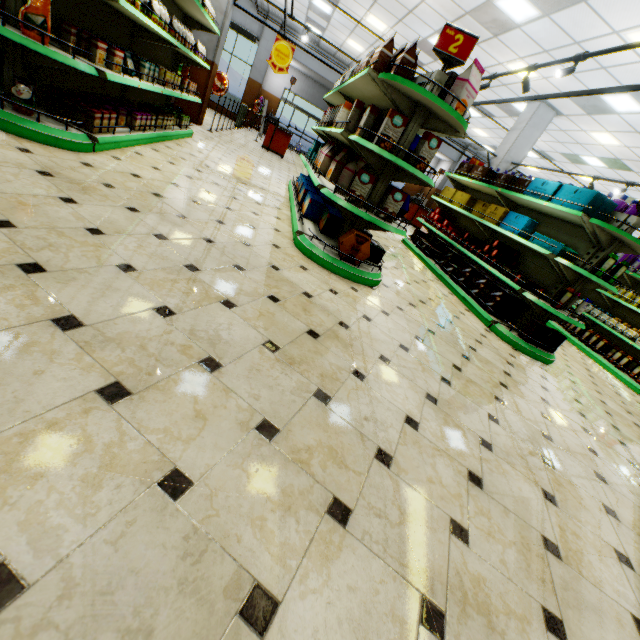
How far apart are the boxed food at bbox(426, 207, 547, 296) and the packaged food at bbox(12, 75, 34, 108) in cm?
616

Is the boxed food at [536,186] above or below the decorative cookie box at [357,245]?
above

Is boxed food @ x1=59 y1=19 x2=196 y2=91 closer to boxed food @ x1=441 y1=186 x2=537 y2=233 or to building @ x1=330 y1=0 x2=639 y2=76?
building @ x1=330 y1=0 x2=639 y2=76

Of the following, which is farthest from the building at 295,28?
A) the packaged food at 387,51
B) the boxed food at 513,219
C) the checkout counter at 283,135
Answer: the packaged food at 387,51

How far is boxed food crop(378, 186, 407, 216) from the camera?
3.51m

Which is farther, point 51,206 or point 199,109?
point 199,109

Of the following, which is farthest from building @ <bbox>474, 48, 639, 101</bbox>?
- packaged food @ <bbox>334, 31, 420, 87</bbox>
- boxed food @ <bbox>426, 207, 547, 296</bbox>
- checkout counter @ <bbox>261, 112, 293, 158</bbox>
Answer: packaged food @ <bbox>334, 31, 420, 87</bbox>

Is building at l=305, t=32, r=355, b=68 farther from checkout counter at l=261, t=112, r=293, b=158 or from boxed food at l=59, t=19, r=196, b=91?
boxed food at l=59, t=19, r=196, b=91
